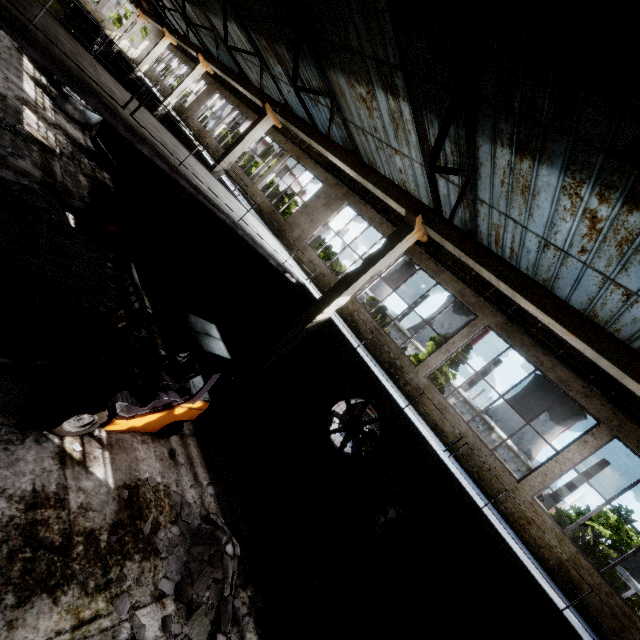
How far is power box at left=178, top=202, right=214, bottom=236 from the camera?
18.61m

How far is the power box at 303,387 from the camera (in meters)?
12.09

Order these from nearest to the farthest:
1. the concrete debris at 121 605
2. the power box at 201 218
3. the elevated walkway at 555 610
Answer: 1. the concrete debris at 121 605
2. the elevated walkway at 555 610
3. the power box at 201 218

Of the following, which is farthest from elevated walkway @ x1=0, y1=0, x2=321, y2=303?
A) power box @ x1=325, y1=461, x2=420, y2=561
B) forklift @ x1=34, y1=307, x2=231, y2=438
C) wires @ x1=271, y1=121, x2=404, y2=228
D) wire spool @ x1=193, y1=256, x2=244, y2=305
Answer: wires @ x1=271, y1=121, x2=404, y2=228

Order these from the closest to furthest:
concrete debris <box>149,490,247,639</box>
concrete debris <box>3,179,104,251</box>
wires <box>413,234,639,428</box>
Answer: concrete debris <box>149,490,247,639</box> < wires <box>413,234,639,428</box> < concrete debris <box>3,179,104,251</box>

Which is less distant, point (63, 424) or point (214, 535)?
point (63, 424)

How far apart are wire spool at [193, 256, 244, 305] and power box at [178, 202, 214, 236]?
5.3 meters

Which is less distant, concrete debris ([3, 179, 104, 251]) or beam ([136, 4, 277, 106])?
concrete debris ([3, 179, 104, 251])
